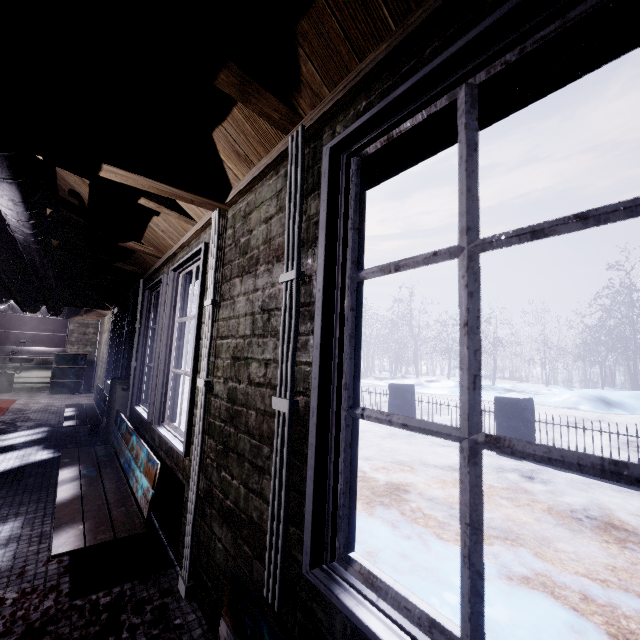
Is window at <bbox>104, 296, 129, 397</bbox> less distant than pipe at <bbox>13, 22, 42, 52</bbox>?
No

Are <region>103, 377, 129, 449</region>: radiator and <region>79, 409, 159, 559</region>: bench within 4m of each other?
yes

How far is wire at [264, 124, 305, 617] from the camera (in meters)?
0.99

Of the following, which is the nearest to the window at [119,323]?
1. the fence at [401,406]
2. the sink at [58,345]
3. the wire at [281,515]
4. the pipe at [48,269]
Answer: the wire at [281,515]

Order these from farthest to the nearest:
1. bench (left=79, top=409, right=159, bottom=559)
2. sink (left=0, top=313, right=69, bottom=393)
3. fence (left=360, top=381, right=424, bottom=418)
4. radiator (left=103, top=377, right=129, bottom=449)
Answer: sink (left=0, top=313, right=69, bottom=393)
fence (left=360, top=381, right=424, bottom=418)
radiator (left=103, top=377, right=129, bottom=449)
bench (left=79, top=409, right=159, bottom=559)

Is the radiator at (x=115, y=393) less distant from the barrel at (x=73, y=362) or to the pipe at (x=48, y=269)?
the pipe at (x=48, y=269)

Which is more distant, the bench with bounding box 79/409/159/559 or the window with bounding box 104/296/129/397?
the window with bounding box 104/296/129/397

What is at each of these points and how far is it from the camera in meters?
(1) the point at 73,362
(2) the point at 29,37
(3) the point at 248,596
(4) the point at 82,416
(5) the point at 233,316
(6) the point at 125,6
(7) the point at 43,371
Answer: (1) barrel, 8.1
(2) pipe, 0.9
(3) bench, 0.9
(4) bench, 4.5
(5) window, 1.6
(6) beam, 0.9
(7) radiator, 8.5
